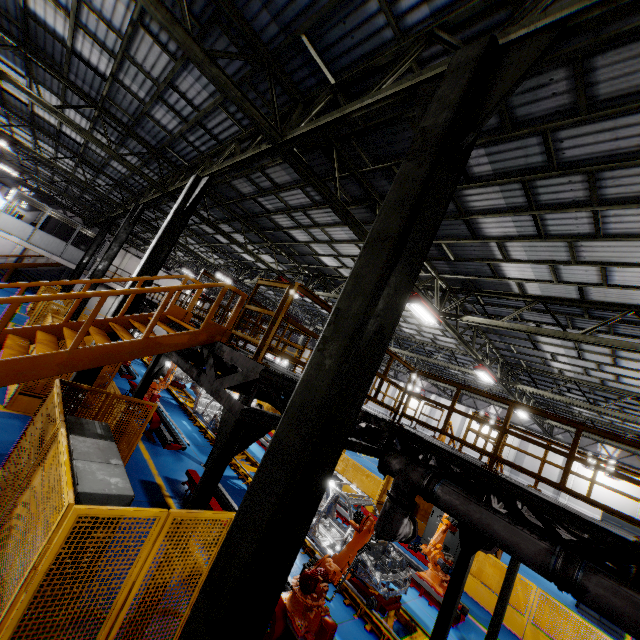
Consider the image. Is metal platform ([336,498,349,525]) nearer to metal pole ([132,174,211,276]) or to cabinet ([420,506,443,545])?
cabinet ([420,506,443,545])

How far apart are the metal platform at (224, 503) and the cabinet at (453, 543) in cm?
913

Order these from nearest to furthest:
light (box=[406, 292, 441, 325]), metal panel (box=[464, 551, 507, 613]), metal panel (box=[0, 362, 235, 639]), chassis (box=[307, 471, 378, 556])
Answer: metal panel (box=[0, 362, 235, 639]), chassis (box=[307, 471, 378, 556]), light (box=[406, 292, 441, 325]), metal panel (box=[464, 551, 507, 613])

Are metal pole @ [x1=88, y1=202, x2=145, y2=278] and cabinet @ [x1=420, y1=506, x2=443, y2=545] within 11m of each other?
no

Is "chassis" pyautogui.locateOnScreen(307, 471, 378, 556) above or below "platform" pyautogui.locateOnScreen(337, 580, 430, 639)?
above

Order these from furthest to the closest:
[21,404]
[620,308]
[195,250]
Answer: [195,250]
[21,404]
[620,308]

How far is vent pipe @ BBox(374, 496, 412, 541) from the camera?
5.8m

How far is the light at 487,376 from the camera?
14.1 meters
